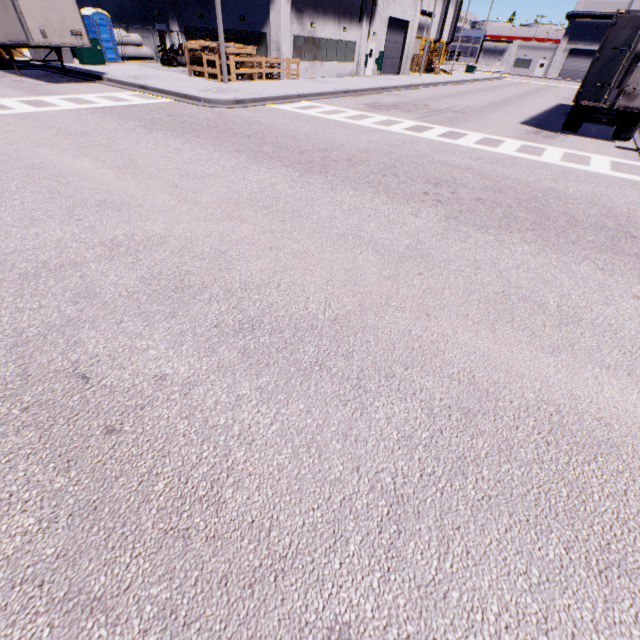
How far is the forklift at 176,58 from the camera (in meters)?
23.94

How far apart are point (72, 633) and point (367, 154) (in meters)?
10.41

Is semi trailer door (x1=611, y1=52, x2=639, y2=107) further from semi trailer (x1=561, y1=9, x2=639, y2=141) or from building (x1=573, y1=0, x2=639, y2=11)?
building (x1=573, y1=0, x2=639, y2=11)

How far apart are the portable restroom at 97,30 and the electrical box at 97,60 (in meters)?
3.92

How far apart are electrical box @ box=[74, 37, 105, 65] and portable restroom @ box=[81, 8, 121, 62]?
3.9 meters

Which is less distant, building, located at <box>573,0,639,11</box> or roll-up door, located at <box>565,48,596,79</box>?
building, located at <box>573,0,639,11</box>

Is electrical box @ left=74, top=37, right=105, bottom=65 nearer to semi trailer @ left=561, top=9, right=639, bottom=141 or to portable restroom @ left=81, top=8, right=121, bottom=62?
semi trailer @ left=561, top=9, right=639, bottom=141

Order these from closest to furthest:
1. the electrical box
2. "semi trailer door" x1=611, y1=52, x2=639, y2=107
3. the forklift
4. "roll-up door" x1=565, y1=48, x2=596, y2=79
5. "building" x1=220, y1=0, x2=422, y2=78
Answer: "semi trailer door" x1=611, y1=52, x2=639, y2=107
the electrical box
"building" x1=220, y1=0, x2=422, y2=78
the forklift
"roll-up door" x1=565, y1=48, x2=596, y2=79
